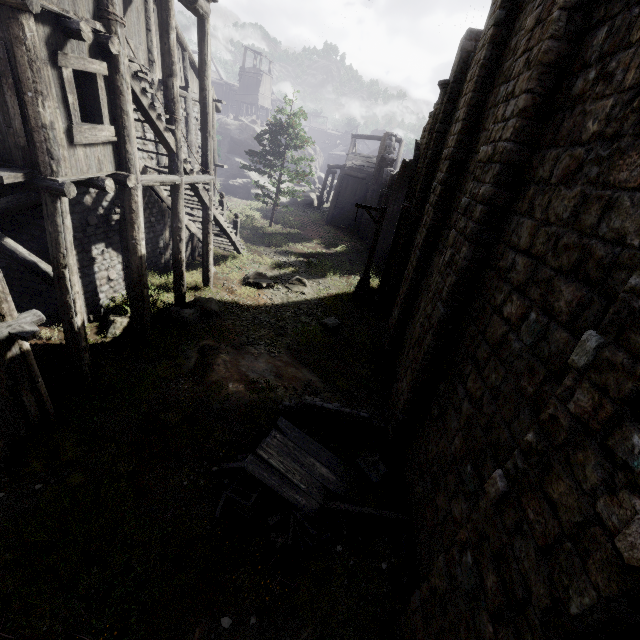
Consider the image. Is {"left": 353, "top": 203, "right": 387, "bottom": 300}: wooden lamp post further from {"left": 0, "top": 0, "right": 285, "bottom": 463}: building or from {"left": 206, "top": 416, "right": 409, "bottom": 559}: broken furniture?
{"left": 206, "top": 416, "right": 409, "bottom": 559}: broken furniture

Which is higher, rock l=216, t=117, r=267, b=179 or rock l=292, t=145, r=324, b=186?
rock l=216, t=117, r=267, b=179

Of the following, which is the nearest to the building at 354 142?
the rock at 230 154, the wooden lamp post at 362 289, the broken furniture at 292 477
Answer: the rock at 230 154

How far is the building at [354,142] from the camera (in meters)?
29.33

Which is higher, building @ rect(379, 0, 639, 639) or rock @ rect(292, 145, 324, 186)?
rock @ rect(292, 145, 324, 186)

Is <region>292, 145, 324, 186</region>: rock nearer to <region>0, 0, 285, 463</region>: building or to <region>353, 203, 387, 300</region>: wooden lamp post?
<region>0, 0, 285, 463</region>: building

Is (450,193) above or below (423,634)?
above

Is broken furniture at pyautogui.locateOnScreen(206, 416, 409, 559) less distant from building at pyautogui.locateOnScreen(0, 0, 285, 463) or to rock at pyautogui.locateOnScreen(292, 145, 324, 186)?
building at pyautogui.locateOnScreen(0, 0, 285, 463)
